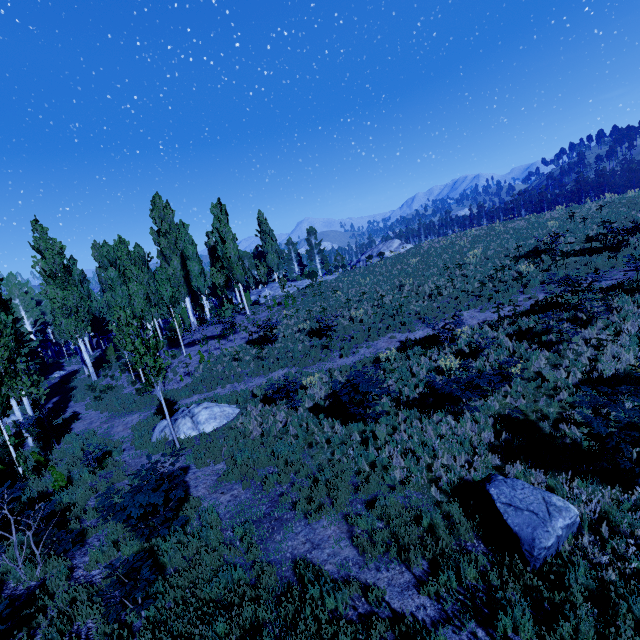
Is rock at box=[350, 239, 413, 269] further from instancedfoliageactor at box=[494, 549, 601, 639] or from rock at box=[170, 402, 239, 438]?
rock at box=[170, 402, 239, 438]

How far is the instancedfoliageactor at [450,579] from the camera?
5.35m

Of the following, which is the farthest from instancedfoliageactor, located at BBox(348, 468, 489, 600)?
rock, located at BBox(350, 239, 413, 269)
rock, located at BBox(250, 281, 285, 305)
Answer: rock, located at BBox(350, 239, 413, 269)

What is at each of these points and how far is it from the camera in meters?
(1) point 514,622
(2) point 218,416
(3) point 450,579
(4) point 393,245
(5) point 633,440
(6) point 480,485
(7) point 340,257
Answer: (1) instancedfoliageactor, 4.5 m
(2) rock, 13.1 m
(3) instancedfoliageactor, 5.3 m
(4) rock, 48.2 m
(5) instancedfoliageactor, 5.9 m
(6) rock, 6.5 m
(7) instancedfoliageactor, 59.3 m

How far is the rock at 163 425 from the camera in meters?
12.9

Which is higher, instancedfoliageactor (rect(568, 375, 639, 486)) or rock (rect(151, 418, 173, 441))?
instancedfoliageactor (rect(568, 375, 639, 486))

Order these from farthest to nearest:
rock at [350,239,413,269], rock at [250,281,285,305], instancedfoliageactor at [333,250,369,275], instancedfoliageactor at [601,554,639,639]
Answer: rock at [350,239,413,269], rock at [250,281,285,305], instancedfoliageactor at [333,250,369,275], instancedfoliageactor at [601,554,639,639]
